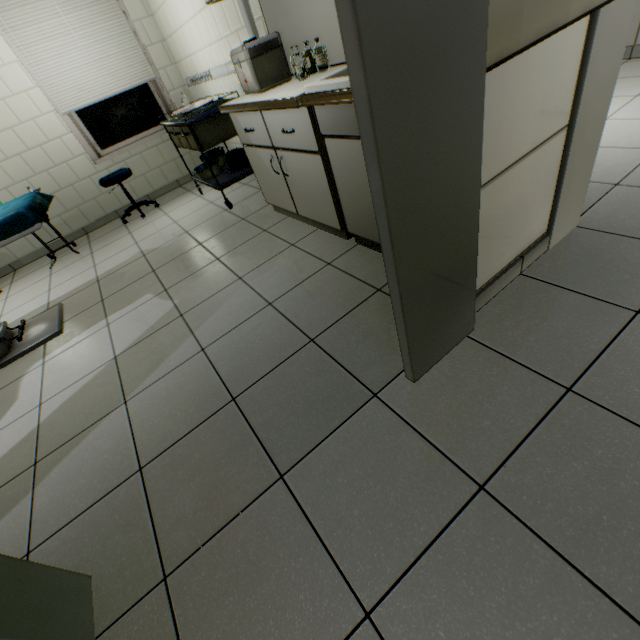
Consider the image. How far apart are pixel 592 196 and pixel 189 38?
4.4 meters

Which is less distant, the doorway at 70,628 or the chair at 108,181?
the doorway at 70,628

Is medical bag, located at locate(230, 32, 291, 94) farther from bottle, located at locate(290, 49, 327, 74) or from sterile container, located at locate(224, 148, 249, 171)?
sterile container, located at locate(224, 148, 249, 171)

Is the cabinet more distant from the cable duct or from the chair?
the chair

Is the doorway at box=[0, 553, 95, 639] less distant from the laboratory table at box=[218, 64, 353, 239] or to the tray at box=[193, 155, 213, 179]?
the laboratory table at box=[218, 64, 353, 239]

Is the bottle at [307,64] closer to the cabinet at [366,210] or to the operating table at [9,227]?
the cabinet at [366,210]

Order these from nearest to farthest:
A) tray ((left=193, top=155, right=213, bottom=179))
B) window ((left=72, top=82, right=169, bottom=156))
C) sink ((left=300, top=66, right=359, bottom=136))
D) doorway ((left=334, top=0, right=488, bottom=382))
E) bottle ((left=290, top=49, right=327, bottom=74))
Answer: doorway ((left=334, top=0, right=488, bottom=382)) < sink ((left=300, top=66, right=359, bottom=136)) < bottle ((left=290, top=49, right=327, bottom=74)) < tray ((left=193, top=155, right=213, bottom=179)) < window ((left=72, top=82, right=169, bottom=156))

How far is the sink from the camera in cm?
145
